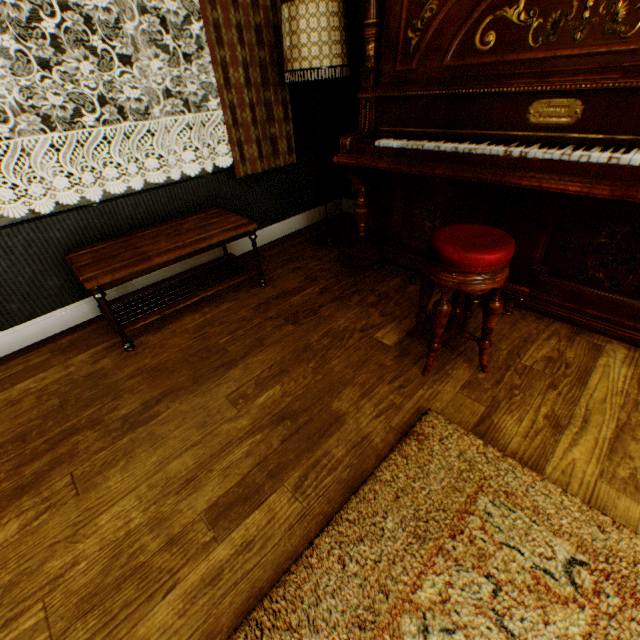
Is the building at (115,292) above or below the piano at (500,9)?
below

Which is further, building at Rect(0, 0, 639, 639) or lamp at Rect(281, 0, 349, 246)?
lamp at Rect(281, 0, 349, 246)

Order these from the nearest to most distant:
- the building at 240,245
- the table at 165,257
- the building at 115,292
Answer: the table at 165,257 → the building at 115,292 → the building at 240,245

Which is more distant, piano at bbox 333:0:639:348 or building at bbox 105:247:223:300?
building at bbox 105:247:223:300

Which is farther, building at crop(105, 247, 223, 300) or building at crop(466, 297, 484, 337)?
building at crop(105, 247, 223, 300)

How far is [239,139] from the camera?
2.8 meters

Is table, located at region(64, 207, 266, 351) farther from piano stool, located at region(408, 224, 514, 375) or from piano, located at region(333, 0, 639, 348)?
piano stool, located at region(408, 224, 514, 375)

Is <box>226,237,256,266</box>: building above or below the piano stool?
below
